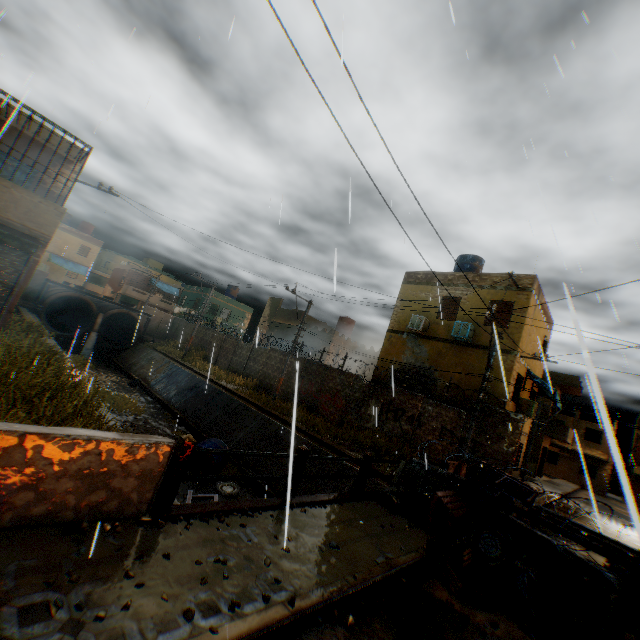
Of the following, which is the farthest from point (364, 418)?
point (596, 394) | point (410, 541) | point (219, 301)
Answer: point (219, 301)

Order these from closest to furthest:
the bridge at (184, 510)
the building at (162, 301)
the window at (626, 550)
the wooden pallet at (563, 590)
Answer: the bridge at (184, 510), the wooden pallet at (563, 590), the window at (626, 550), the building at (162, 301)

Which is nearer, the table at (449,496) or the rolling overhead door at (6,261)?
the table at (449,496)

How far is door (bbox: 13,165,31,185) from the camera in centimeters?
1189cm

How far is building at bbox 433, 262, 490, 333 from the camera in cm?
1628

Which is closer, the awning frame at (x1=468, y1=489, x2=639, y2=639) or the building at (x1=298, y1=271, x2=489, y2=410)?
the awning frame at (x1=468, y1=489, x2=639, y2=639)

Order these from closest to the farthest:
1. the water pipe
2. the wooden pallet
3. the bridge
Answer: the bridge → the wooden pallet → the water pipe

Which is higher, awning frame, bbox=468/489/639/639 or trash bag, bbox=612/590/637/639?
awning frame, bbox=468/489/639/639
